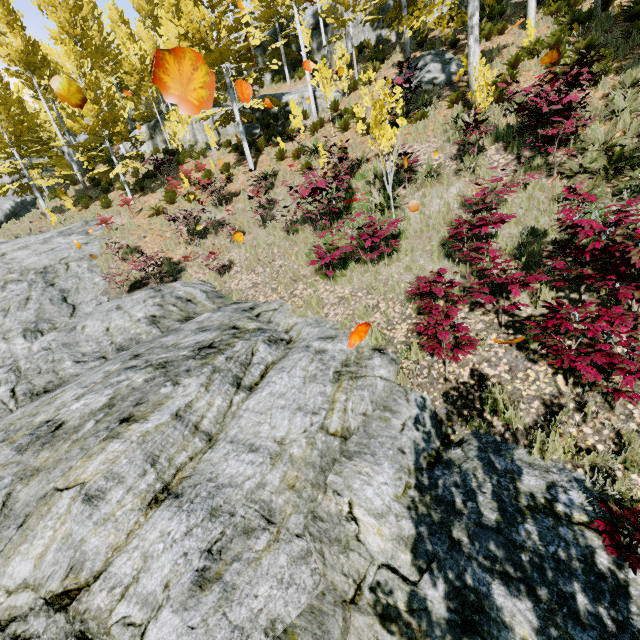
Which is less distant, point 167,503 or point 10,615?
point 10,615

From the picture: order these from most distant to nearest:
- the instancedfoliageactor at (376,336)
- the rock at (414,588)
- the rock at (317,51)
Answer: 1. the rock at (317,51)
2. the instancedfoliageactor at (376,336)
3. the rock at (414,588)

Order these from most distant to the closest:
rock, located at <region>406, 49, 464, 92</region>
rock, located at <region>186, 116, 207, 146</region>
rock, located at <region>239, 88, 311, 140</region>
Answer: rock, located at <region>186, 116, 207, 146</region>, rock, located at <region>239, 88, 311, 140</region>, rock, located at <region>406, 49, 464, 92</region>

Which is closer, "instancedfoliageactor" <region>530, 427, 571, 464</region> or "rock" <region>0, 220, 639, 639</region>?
"rock" <region>0, 220, 639, 639</region>

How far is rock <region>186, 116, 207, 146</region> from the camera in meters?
21.1 m

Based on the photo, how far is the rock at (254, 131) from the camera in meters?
17.8 m

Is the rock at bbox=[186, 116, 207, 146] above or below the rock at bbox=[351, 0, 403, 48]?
below
